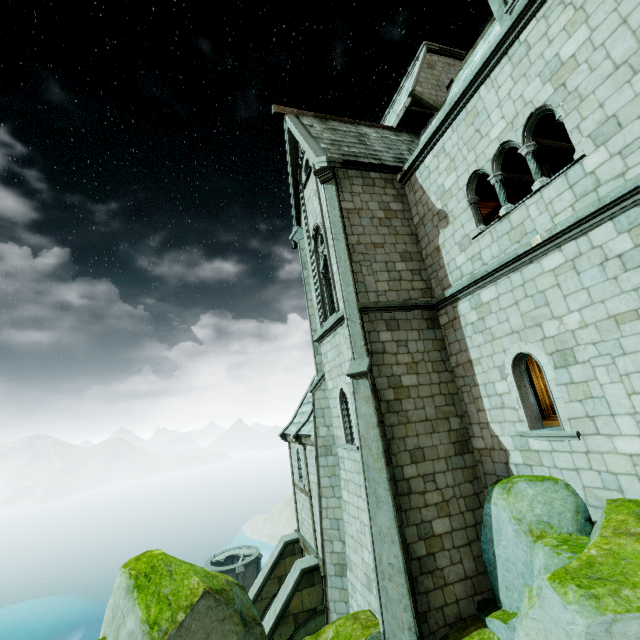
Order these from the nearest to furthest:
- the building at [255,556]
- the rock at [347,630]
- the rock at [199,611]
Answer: the rock at [199,611], the rock at [347,630], the building at [255,556]

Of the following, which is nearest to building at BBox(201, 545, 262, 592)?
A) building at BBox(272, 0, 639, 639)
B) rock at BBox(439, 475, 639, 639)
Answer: rock at BBox(439, 475, 639, 639)

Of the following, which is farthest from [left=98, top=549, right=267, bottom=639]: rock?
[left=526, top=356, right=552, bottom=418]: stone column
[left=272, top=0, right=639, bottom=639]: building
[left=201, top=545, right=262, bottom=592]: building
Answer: [left=201, top=545, right=262, bottom=592]: building

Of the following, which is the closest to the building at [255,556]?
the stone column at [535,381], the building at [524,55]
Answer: the building at [524,55]

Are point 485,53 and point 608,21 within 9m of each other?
yes

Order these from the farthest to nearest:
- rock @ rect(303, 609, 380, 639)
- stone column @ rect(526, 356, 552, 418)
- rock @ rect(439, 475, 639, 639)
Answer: stone column @ rect(526, 356, 552, 418), rock @ rect(303, 609, 380, 639), rock @ rect(439, 475, 639, 639)

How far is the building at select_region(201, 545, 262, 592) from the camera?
37.31m
